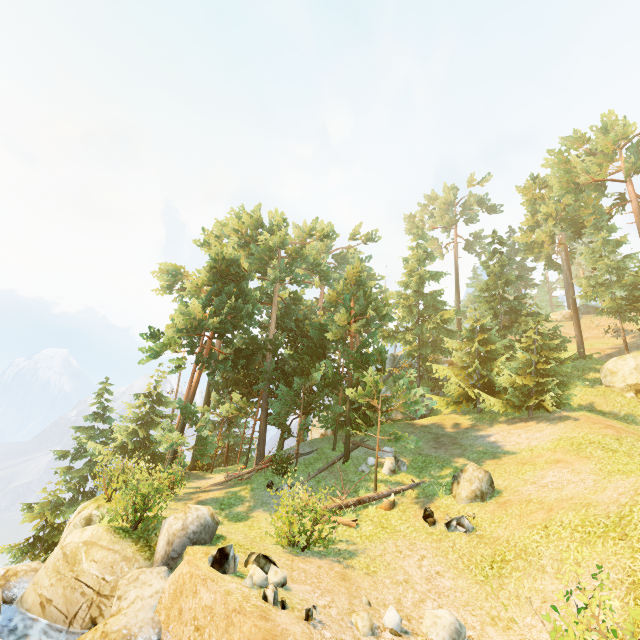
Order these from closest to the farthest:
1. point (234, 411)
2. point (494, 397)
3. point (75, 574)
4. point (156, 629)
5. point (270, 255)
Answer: point (156, 629)
point (75, 574)
point (494, 397)
point (234, 411)
point (270, 255)

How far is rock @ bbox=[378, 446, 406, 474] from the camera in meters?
18.1 m

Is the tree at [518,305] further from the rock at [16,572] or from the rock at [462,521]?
the rock at [16,572]

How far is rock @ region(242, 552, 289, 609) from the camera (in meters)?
7.44

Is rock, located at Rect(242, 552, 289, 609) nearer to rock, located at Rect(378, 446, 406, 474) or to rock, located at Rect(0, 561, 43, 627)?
rock, located at Rect(0, 561, 43, 627)

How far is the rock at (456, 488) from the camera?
13.93m

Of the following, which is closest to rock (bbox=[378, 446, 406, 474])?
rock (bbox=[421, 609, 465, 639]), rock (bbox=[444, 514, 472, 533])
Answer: rock (bbox=[444, 514, 472, 533])

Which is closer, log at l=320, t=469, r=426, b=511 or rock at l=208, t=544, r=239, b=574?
rock at l=208, t=544, r=239, b=574
